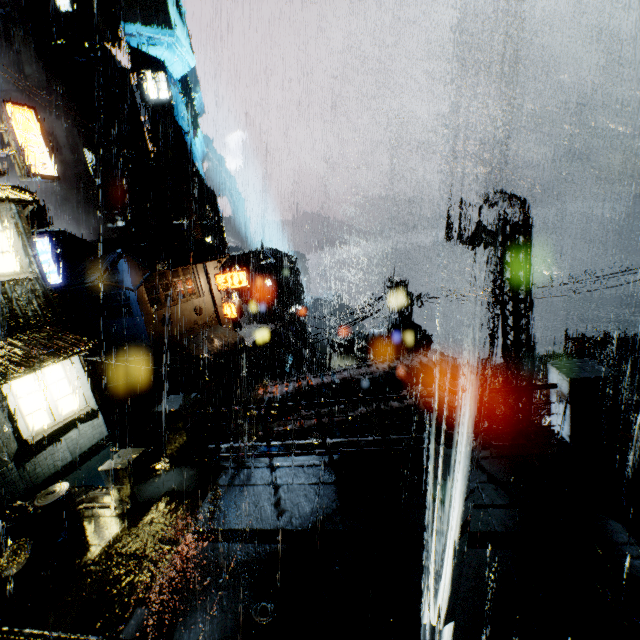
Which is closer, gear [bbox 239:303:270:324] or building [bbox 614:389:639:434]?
building [bbox 614:389:639:434]

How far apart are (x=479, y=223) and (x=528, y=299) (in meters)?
3.40

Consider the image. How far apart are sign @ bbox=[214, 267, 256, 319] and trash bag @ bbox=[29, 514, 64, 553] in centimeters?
2063cm

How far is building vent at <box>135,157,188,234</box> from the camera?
44.7 meters

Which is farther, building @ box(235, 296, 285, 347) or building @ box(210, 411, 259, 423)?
building @ box(235, 296, 285, 347)

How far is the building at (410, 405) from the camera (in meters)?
10.55

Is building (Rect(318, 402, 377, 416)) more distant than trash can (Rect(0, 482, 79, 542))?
Yes

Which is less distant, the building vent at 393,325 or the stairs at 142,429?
the building vent at 393,325
